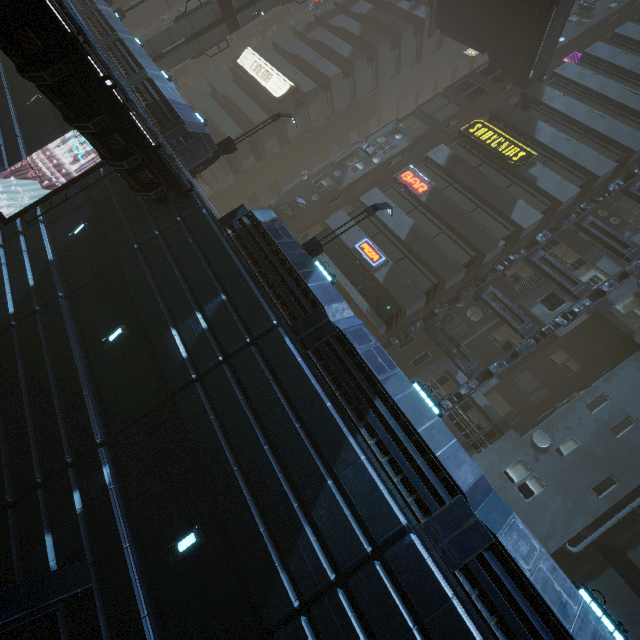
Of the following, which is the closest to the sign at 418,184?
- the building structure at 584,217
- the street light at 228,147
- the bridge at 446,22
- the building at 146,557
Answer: the building at 146,557

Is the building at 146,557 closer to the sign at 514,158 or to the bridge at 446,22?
the sign at 514,158

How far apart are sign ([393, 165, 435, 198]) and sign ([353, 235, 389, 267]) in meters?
4.4 m

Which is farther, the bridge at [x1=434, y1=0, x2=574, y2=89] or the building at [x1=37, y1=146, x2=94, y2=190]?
the bridge at [x1=434, y1=0, x2=574, y2=89]

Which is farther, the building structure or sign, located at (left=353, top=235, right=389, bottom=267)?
sign, located at (left=353, top=235, right=389, bottom=267)

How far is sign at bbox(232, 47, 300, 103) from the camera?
32.25m

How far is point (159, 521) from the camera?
8.1m

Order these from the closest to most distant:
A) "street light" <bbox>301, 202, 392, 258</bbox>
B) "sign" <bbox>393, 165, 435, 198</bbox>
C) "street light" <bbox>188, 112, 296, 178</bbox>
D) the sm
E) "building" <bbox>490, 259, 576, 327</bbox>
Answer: "street light" <bbox>301, 202, 392, 258</bbox>
"street light" <bbox>188, 112, 296, 178</bbox>
"building" <bbox>490, 259, 576, 327</bbox>
"sign" <bbox>393, 165, 435, 198</bbox>
the sm
